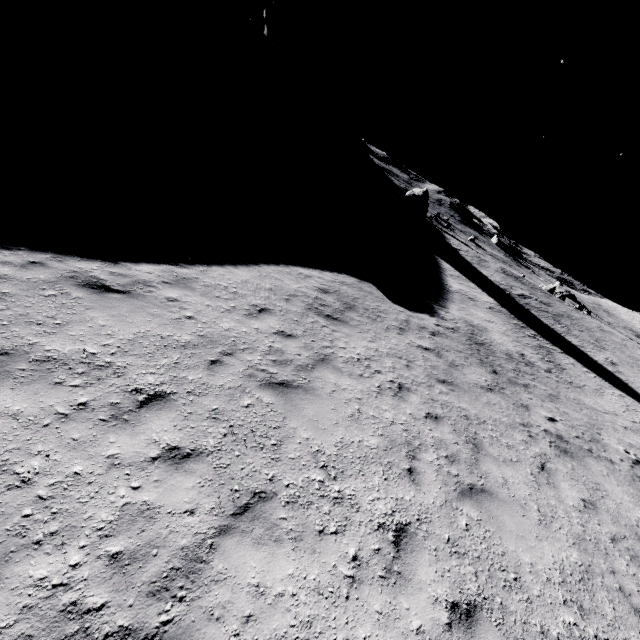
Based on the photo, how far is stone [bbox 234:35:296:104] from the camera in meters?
45.6

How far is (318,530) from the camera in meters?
4.2

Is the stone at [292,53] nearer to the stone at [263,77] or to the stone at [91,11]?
the stone at [263,77]

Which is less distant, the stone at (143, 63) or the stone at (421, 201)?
the stone at (143, 63)

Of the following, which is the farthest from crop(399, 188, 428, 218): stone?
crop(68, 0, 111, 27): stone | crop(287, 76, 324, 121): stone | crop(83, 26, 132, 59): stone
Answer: crop(68, 0, 111, 27): stone

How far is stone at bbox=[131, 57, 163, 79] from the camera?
33.3 meters

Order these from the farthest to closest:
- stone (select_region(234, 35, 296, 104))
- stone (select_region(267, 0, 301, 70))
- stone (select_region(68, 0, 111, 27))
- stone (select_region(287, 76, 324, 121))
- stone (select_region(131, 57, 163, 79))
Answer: stone (select_region(267, 0, 301, 70)) < stone (select_region(287, 76, 324, 121)) < stone (select_region(234, 35, 296, 104)) < stone (select_region(131, 57, 163, 79)) < stone (select_region(68, 0, 111, 27))
